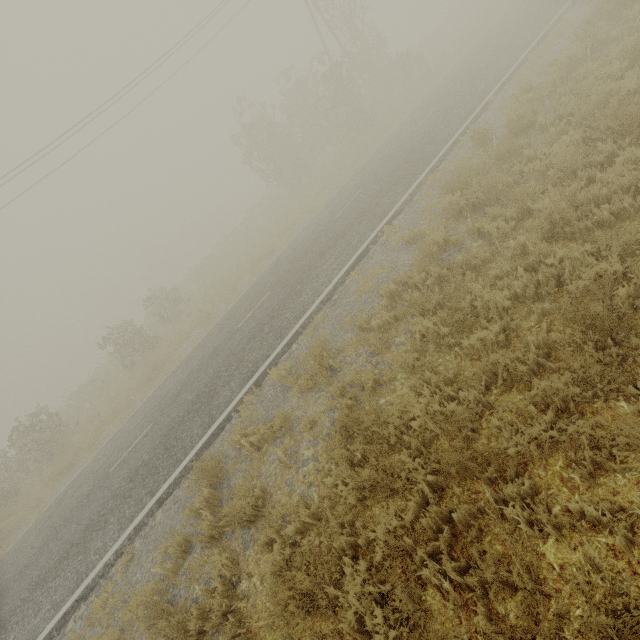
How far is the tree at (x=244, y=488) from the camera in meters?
5.0 m

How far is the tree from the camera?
5.0 meters

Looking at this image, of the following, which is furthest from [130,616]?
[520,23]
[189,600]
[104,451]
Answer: [520,23]
